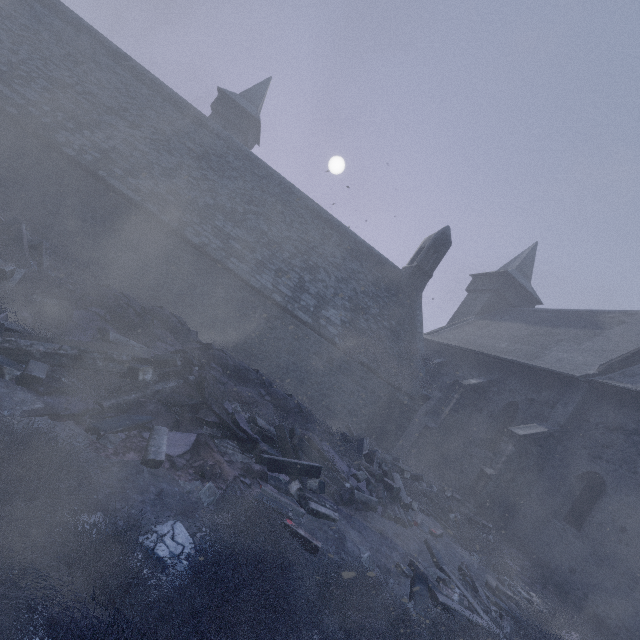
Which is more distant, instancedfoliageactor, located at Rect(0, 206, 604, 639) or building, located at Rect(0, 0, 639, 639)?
building, located at Rect(0, 0, 639, 639)

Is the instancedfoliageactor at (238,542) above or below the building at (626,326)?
below

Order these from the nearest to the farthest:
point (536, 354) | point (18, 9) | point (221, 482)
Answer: point (221, 482)
point (18, 9)
point (536, 354)

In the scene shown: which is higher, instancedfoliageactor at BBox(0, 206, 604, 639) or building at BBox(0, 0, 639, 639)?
building at BBox(0, 0, 639, 639)

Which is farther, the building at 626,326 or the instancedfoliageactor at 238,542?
the building at 626,326
